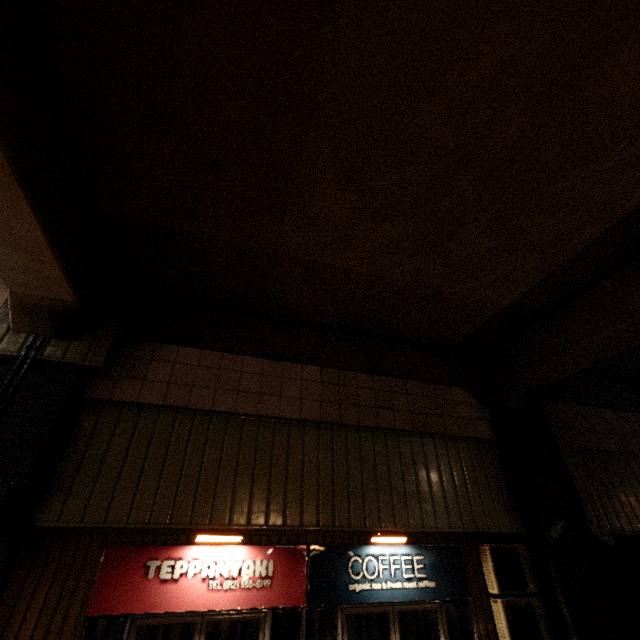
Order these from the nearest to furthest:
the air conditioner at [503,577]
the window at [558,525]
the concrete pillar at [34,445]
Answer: the concrete pillar at [34,445] < the air conditioner at [503,577] < the window at [558,525]

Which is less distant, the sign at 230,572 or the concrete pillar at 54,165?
the concrete pillar at 54,165

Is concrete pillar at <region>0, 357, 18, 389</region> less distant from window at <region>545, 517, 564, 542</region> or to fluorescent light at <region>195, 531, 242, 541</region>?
window at <region>545, 517, 564, 542</region>

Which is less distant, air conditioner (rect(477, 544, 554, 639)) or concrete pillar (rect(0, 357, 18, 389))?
concrete pillar (rect(0, 357, 18, 389))

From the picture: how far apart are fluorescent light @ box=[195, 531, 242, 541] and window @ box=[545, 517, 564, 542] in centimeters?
563cm

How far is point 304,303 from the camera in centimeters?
680cm

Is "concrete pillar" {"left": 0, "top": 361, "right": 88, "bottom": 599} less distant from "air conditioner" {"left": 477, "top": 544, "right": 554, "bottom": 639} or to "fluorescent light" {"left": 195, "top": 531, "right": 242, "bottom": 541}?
"air conditioner" {"left": 477, "top": 544, "right": 554, "bottom": 639}

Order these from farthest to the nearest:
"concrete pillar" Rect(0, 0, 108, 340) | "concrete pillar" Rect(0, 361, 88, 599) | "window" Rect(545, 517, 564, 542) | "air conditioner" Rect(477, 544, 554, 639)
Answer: "window" Rect(545, 517, 564, 542) → "air conditioner" Rect(477, 544, 554, 639) → "concrete pillar" Rect(0, 361, 88, 599) → "concrete pillar" Rect(0, 0, 108, 340)
